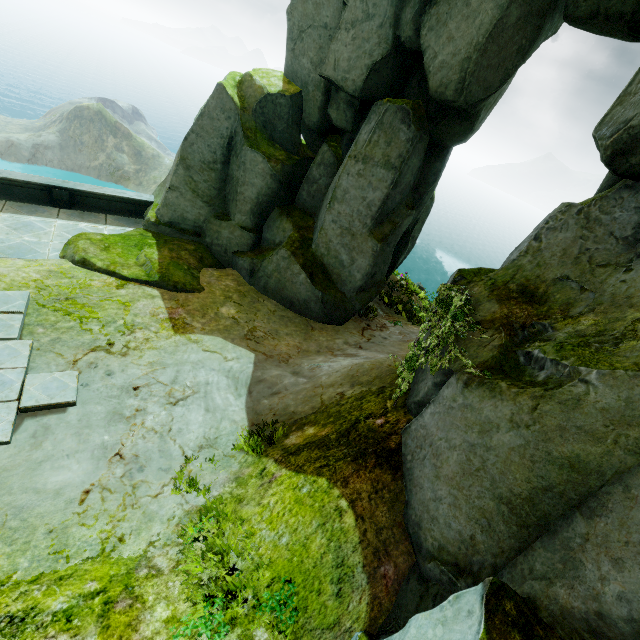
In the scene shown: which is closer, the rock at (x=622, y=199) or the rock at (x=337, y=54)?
the rock at (x=622, y=199)

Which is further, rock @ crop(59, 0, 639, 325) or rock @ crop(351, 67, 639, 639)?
rock @ crop(59, 0, 639, 325)

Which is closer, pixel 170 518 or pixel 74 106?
pixel 170 518
